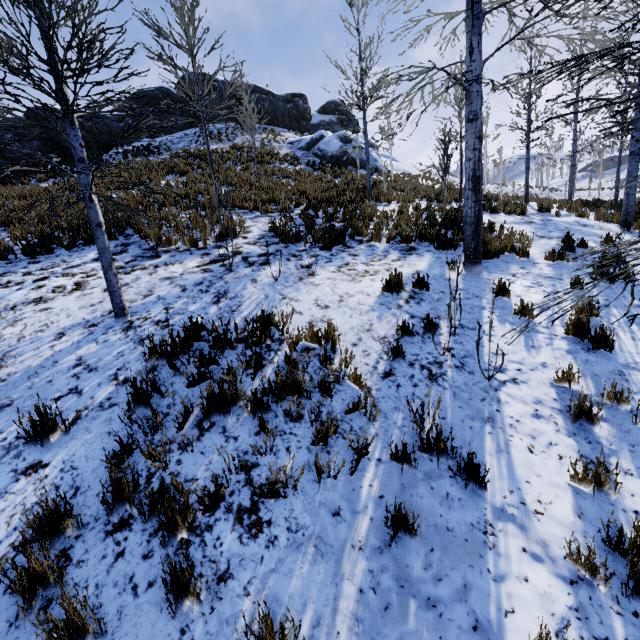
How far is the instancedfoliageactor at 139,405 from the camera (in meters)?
3.37

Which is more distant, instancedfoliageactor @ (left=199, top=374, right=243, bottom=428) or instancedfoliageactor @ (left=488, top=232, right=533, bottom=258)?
instancedfoliageactor @ (left=488, top=232, right=533, bottom=258)

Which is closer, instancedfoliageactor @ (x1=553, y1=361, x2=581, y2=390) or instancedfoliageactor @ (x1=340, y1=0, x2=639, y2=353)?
instancedfoliageactor @ (x1=340, y1=0, x2=639, y2=353)

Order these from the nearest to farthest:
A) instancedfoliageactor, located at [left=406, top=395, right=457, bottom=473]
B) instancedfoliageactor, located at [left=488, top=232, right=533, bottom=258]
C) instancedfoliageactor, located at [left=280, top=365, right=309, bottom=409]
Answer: instancedfoliageactor, located at [left=406, top=395, right=457, bottom=473]
instancedfoliageactor, located at [left=280, top=365, right=309, bottom=409]
instancedfoliageactor, located at [left=488, top=232, right=533, bottom=258]

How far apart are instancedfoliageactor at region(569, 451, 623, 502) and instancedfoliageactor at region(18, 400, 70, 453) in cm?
483

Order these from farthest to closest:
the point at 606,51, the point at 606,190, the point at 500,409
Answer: the point at 606,190 → the point at 606,51 → the point at 500,409

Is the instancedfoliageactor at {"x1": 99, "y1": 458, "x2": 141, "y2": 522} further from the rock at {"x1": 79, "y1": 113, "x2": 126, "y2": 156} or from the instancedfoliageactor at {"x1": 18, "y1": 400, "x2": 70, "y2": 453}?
the rock at {"x1": 79, "y1": 113, "x2": 126, "y2": 156}
